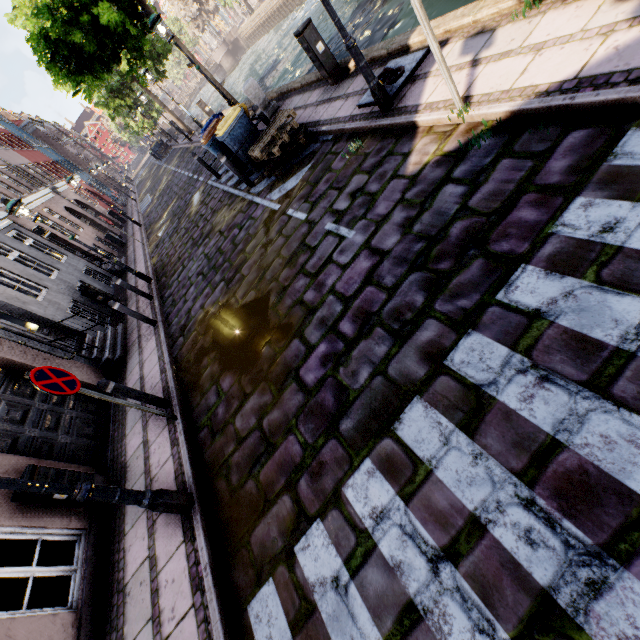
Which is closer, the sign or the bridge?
the sign

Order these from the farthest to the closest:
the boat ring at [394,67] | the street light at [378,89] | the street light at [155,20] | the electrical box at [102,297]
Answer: the electrical box at [102,297]
the street light at [155,20]
the boat ring at [394,67]
the street light at [378,89]

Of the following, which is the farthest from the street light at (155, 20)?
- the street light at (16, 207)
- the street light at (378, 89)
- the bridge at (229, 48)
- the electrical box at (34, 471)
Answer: the bridge at (229, 48)

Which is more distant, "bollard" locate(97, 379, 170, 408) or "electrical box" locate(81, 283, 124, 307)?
"electrical box" locate(81, 283, 124, 307)

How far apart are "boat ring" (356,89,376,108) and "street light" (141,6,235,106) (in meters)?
5.90

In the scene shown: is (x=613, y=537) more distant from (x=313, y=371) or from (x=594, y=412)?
(x=313, y=371)

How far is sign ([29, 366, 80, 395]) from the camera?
3.8m

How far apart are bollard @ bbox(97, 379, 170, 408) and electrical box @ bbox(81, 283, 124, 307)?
7.52m
